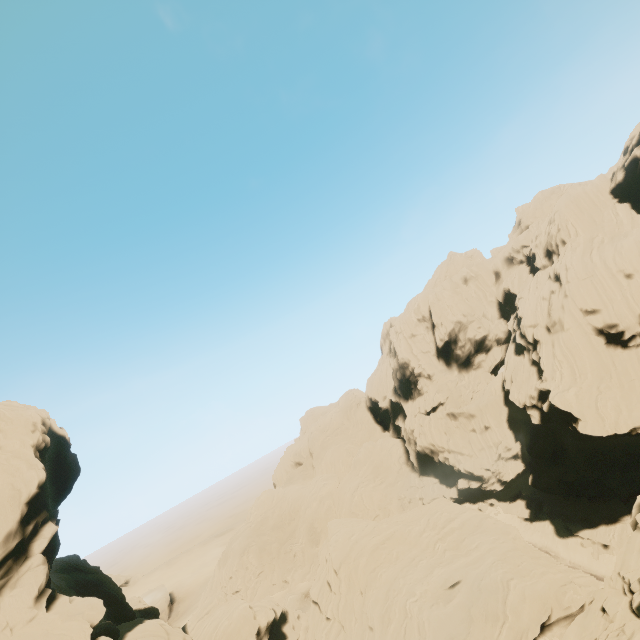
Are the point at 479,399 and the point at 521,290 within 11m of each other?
no

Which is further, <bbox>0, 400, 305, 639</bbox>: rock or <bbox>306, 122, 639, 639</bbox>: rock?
<bbox>306, 122, 639, 639</bbox>: rock

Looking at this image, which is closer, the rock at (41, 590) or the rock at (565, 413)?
the rock at (41, 590)
